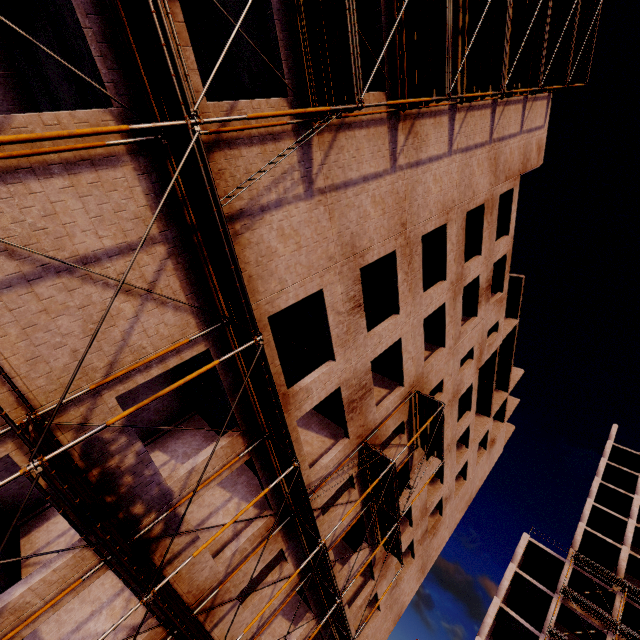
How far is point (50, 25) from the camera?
7.5 meters
